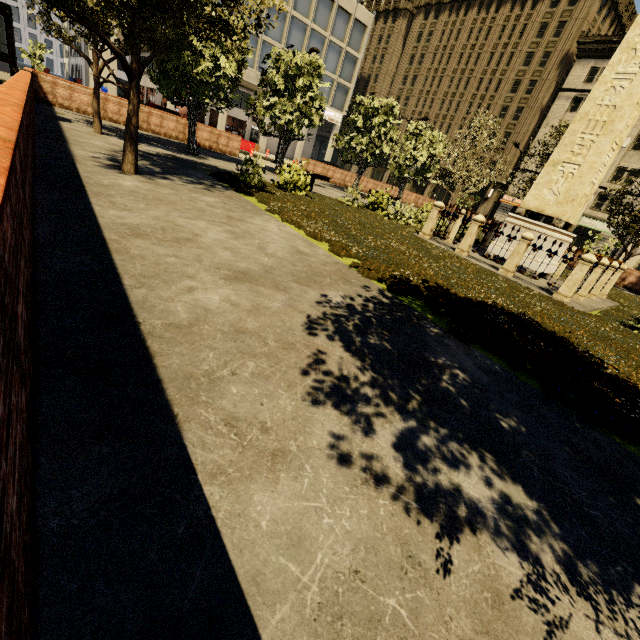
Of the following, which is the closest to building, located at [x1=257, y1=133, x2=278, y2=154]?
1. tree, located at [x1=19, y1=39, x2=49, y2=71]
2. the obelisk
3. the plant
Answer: tree, located at [x1=19, y1=39, x2=49, y2=71]

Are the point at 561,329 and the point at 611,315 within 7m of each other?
yes

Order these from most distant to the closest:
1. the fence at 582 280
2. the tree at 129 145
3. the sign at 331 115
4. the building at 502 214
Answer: the building at 502 214 → the sign at 331 115 → the fence at 582 280 → the tree at 129 145

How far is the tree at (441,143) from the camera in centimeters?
1948cm

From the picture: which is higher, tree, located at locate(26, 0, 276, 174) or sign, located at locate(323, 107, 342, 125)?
sign, located at locate(323, 107, 342, 125)

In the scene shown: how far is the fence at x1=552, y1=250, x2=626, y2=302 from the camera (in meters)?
8.84

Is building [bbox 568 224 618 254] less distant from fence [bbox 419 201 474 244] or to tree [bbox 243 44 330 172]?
tree [bbox 243 44 330 172]

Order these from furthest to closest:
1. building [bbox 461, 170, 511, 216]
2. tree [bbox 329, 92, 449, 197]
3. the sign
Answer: building [bbox 461, 170, 511, 216] < the sign < tree [bbox 329, 92, 449, 197]
